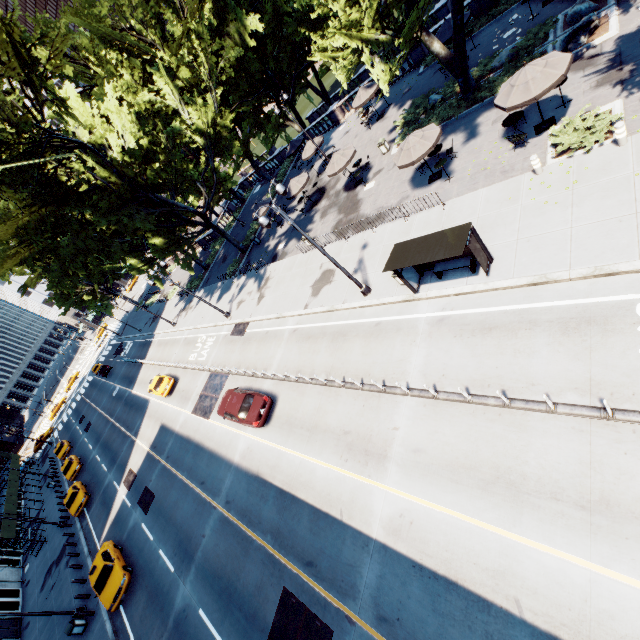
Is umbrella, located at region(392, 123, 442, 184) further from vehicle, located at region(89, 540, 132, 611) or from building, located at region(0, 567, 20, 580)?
building, located at region(0, 567, 20, 580)

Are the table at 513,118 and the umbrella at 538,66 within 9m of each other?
yes

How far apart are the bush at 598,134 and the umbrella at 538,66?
1.6 meters

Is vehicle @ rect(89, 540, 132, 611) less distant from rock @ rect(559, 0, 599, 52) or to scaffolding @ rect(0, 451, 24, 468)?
scaffolding @ rect(0, 451, 24, 468)

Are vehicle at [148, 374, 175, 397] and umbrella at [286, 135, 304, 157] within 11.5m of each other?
no

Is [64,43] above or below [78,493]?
above

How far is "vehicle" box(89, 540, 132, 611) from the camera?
18.55m

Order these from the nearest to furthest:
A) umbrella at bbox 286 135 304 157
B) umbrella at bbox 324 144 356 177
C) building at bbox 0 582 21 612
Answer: umbrella at bbox 324 144 356 177 < building at bbox 0 582 21 612 < umbrella at bbox 286 135 304 157
